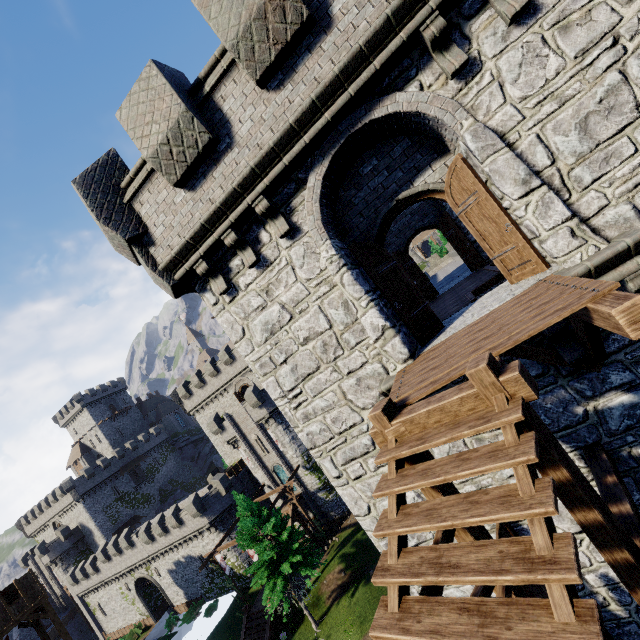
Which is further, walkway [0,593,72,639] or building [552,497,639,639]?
walkway [0,593,72,639]

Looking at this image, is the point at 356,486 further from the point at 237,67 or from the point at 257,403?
the point at 257,403

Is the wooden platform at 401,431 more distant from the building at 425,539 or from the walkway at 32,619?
the walkway at 32,619

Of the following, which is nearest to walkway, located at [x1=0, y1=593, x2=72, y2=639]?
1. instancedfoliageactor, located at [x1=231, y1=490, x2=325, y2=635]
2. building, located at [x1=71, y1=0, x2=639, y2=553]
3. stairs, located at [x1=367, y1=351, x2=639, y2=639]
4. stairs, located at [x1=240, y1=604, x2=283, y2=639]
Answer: stairs, located at [x1=240, y1=604, x2=283, y2=639]

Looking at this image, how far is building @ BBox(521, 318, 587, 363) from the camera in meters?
5.1 m

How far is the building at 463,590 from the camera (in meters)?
6.77

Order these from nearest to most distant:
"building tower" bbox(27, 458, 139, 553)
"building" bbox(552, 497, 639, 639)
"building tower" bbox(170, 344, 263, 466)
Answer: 1. "building" bbox(552, 497, 639, 639)
2. "building tower" bbox(170, 344, 263, 466)
3. "building tower" bbox(27, 458, 139, 553)
